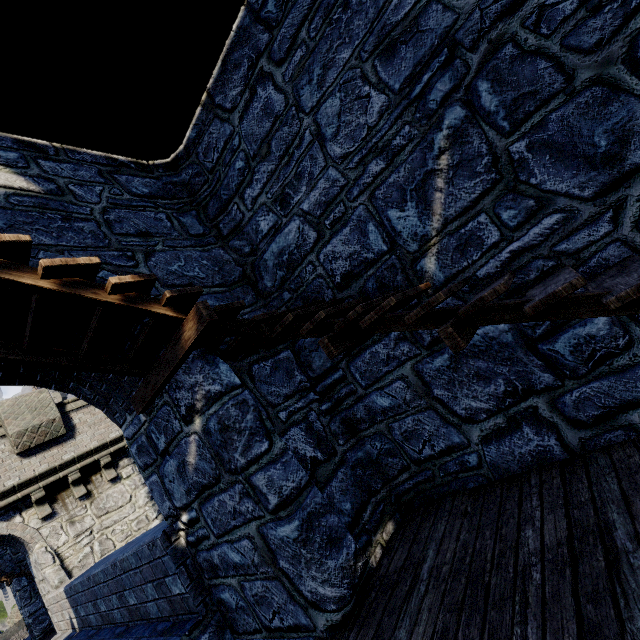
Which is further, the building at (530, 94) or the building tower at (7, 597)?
the building tower at (7, 597)

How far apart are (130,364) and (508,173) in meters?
3.9 m

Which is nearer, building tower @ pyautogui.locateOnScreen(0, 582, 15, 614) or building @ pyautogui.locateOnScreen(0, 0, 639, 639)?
building @ pyautogui.locateOnScreen(0, 0, 639, 639)
